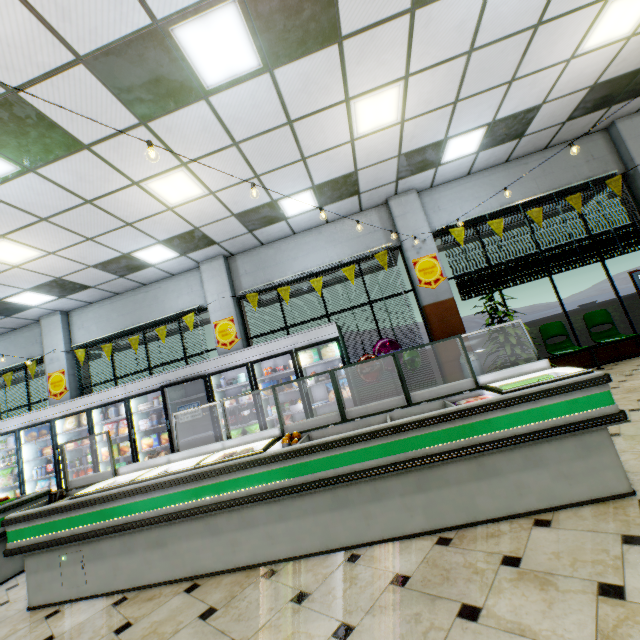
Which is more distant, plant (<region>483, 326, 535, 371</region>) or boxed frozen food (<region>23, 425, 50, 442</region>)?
boxed frozen food (<region>23, 425, 50, 442</region>)

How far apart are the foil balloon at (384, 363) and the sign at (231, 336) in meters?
3.1

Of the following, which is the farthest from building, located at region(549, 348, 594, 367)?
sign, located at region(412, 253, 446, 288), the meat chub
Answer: the meat chub

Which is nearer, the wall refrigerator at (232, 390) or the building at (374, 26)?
the building at (374, 26)

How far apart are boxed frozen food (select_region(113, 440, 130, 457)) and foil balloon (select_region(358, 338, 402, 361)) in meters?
5.3 m

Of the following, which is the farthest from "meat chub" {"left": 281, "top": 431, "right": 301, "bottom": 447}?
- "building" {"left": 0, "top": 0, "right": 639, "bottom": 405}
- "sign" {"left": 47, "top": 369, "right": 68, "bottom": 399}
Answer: "sign" {"left": 47, "top": 369, "right": 68, "bottom": 399}

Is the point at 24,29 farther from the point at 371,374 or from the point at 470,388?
the point at 371,374

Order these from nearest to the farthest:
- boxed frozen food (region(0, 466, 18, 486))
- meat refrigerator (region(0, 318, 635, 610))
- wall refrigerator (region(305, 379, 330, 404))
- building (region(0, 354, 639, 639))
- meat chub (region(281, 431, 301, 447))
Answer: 1. building (region(0, 354, 639, 639))
2. meat refrigerator (region(0, 318, 635, 610))
3. meat chub (region(281, 431, 301, 447))
4. wall refrigerator (region(305, 379, 330, 404))
5. boxed frozen food (region(0, 466, 18, 486))
